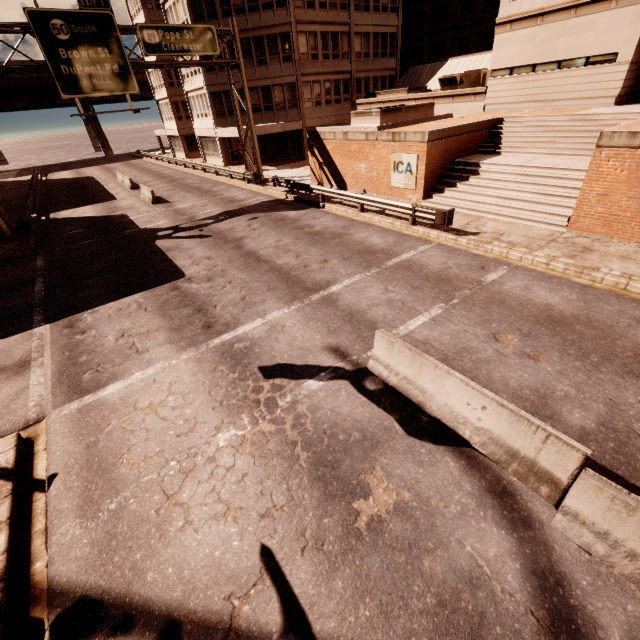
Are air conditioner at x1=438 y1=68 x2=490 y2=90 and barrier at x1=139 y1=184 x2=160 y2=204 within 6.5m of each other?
no

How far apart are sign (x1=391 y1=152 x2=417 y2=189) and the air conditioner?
12.67m

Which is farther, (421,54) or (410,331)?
(421,54)

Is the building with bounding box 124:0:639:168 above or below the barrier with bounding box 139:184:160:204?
above

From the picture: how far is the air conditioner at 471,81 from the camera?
23.58m

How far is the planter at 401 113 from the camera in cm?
1888

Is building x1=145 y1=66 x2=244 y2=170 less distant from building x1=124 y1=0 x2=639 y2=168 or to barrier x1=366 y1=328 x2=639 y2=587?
building x1=124 y1=0 x2=639 y2=168
